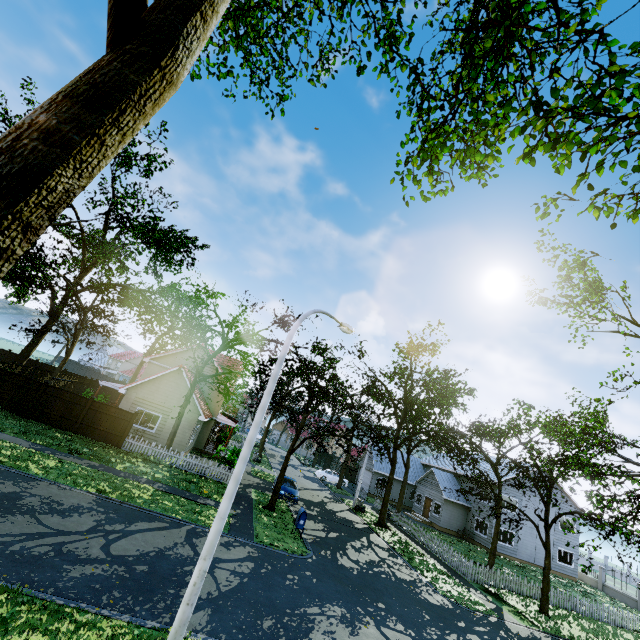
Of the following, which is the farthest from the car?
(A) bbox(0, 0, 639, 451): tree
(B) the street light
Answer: (B) the street light

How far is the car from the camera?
23.16m

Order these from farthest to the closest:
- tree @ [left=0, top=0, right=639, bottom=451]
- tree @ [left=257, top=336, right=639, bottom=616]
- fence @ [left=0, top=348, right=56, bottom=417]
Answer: fence @ [left=0, top=348, right=56, bottom=417] < tree @ [left=257, top=336, right=639, bottom=616] < tree @ [left=0, top=0, right=639, bottom=451]

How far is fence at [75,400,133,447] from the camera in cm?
2094

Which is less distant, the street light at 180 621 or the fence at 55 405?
the street light at 180 621

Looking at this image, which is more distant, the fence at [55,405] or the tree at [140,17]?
the fence at [55,405]

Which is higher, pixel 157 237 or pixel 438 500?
pixel 157 237
